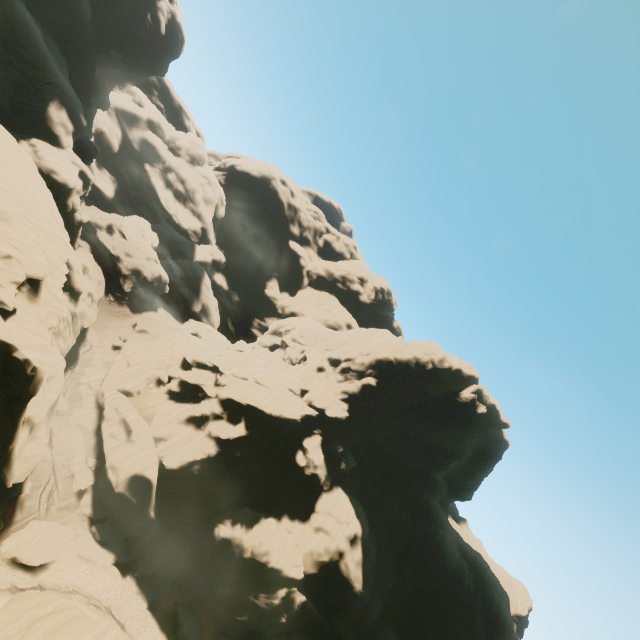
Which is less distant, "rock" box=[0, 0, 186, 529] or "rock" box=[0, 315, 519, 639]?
"rock" box=[0, 0, 186, 529]

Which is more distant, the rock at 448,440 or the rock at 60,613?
the rock at 448,440

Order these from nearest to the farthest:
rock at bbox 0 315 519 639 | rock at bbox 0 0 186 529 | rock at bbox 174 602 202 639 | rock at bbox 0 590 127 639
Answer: rock at bbox 0 590 127 639
rock at bbox 0 0 186 529
rock at bbox 174 602 202 639
rock at bbox 0 315 519 639

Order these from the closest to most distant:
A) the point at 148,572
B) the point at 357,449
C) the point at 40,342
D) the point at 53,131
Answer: the point at 40,342
the point at 148,572
the point at 53,131
the point at 357,449

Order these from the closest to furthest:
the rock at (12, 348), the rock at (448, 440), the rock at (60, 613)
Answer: the rock at (60, 613) → the rock at (12, 348) → the rock at (448, 440)

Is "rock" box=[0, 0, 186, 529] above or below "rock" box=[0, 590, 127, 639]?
above
